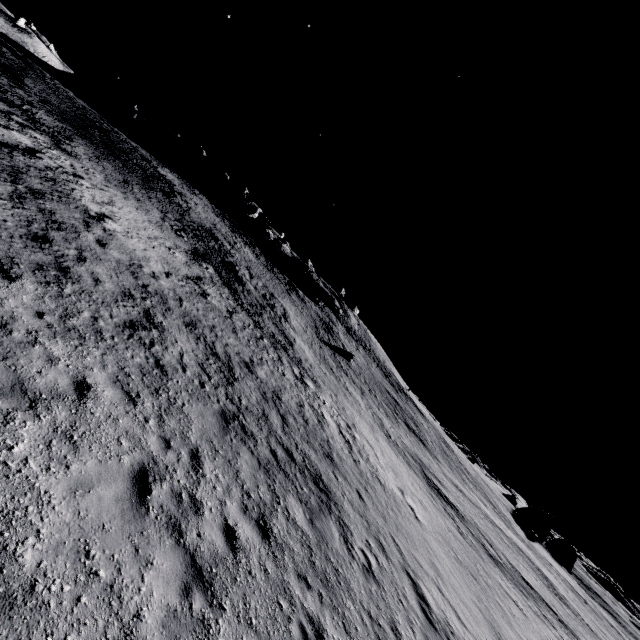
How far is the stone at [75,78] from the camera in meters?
55.3

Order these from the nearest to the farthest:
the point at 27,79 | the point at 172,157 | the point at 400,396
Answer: the point at 27,79
the point at 400,396
the point at 172,157

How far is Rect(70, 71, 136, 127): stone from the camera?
55.28m
